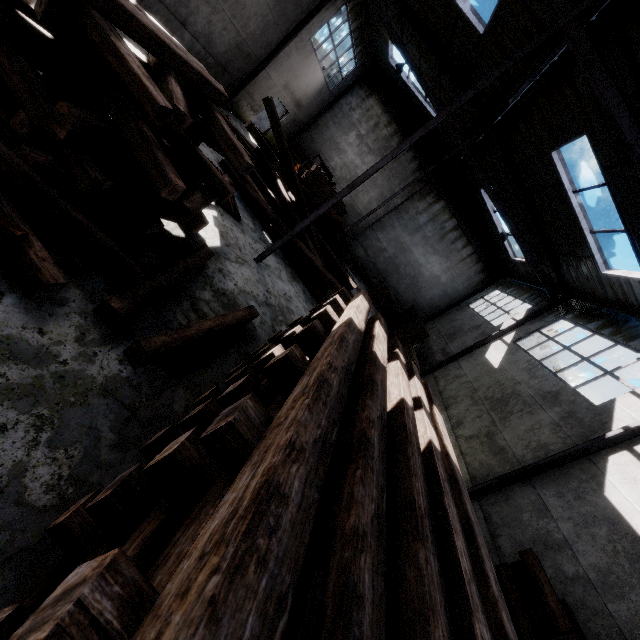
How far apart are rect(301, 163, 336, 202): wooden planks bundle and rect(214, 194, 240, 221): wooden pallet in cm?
663

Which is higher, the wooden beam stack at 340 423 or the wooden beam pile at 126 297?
the wooden beam stack at 340 423

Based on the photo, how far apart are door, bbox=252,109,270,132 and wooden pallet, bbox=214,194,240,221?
12.7m

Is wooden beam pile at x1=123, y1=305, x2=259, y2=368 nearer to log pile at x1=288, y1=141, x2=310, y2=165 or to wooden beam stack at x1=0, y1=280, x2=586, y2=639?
wooden beam stack at x1=0, y1=280, x2=586, y2=639

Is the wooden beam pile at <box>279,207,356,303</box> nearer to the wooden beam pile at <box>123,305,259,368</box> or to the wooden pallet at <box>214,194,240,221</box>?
the wooden pallet at <box>214,194,240,221</box>

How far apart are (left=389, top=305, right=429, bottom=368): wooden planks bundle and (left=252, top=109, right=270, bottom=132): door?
14.3 meters

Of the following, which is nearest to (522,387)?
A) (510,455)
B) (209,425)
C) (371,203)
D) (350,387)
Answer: (510,455)

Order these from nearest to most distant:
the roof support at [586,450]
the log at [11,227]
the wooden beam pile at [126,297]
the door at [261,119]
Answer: the log at [11,227] < the wooden beam pile at [126,297] < the roof support at [586,450] < the door at [261,119]
